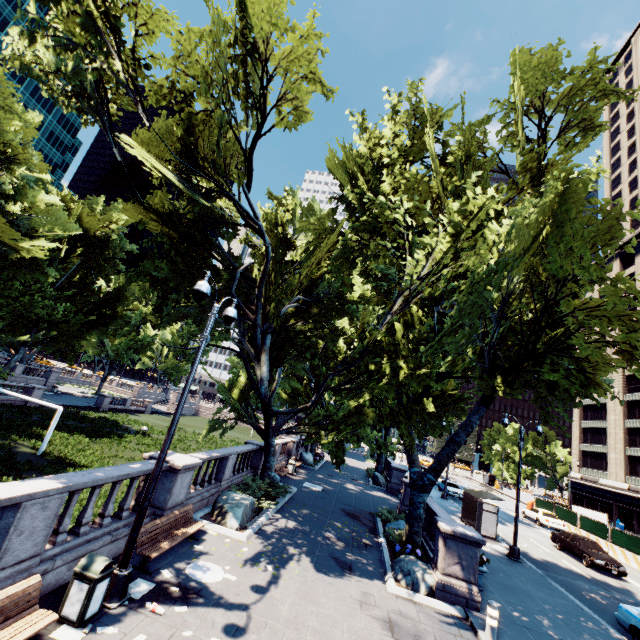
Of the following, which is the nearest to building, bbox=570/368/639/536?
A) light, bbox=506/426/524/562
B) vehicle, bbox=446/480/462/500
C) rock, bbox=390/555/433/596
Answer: vehicle, bbox=446/480/462/500

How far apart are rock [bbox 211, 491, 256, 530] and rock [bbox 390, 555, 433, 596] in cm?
570

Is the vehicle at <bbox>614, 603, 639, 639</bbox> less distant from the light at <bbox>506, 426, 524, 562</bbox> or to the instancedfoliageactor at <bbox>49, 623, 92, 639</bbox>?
the light at <bbox>506, 426, 524, 562</bbox>

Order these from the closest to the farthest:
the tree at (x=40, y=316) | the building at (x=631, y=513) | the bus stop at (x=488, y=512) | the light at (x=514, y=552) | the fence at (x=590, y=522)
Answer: the tree at (x=40, y=316)
the light at (x=514, y=552)
the bus stop at (x=488, y=512)
the fence at (x=590, y=522)
the building at (x=631, y=513)

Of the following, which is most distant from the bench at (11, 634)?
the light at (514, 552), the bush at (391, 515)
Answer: the light at (514, 552)

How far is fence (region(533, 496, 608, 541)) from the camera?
27.7m

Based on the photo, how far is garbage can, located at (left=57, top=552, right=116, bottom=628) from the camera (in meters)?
5.99

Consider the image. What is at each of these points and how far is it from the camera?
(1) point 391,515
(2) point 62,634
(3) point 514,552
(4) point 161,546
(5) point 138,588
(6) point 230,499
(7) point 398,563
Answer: (1) bush, 18.5 meters
(2) instancedfoliageactor, 5.8 meters
(3) light, 17.2 meters
(4) bench, 8.6 meters
(5) instancedfoliageactor, 7.5 meters
(6) rock, 13.6 meters
(7) rock, 11.8 meters
